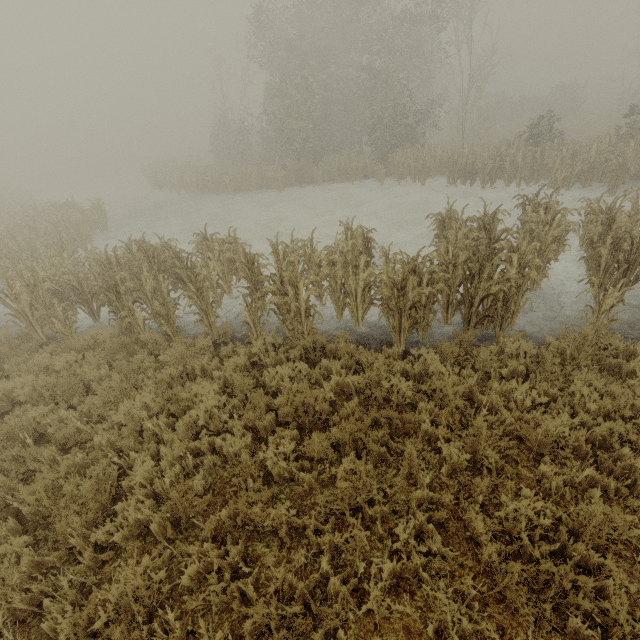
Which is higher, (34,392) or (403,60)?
(403,60)
